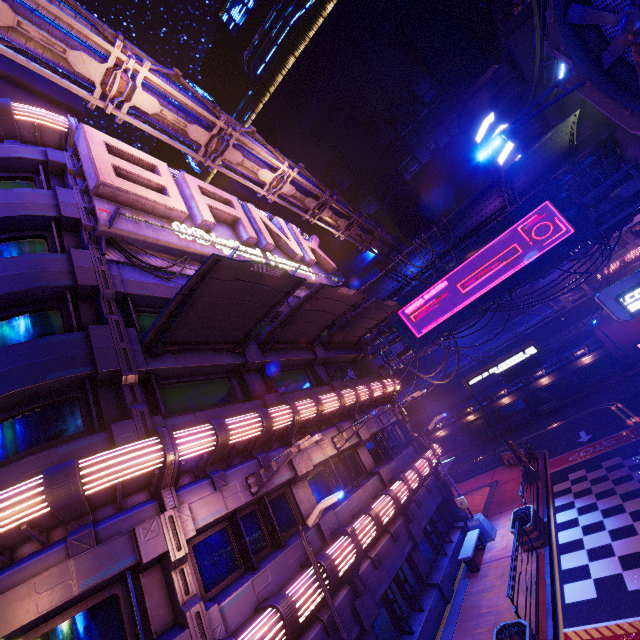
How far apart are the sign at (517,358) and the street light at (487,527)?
5.03m

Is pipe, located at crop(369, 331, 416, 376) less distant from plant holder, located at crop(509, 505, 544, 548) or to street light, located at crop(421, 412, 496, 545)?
street light, located at crop(421, 412, 496, 545)

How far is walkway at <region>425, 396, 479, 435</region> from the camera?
43.9m

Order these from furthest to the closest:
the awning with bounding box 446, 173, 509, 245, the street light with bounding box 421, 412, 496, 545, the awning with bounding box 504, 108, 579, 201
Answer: the awning with bounding box 446, 173, 509, 245, the awning with bounding box 504, 108, 579, 201, the street light with bounding box 421, 412, 496, 545

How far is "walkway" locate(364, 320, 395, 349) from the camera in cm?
2767

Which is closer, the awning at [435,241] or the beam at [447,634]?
the beam at [447,634]

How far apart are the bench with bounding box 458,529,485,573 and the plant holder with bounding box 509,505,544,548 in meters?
1.8 m

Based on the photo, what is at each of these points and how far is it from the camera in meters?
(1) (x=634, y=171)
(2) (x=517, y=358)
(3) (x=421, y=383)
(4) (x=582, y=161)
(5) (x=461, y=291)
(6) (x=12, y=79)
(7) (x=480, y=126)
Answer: (1) pipe, 19.1 m
(2) sign, 21.0 m
(3) pipe, 47.2 m
(4) walkway, 20.9 m
(5) sign, 23.5 m
(6) pillar, 15.8 m
(7) building, 46.9 m
